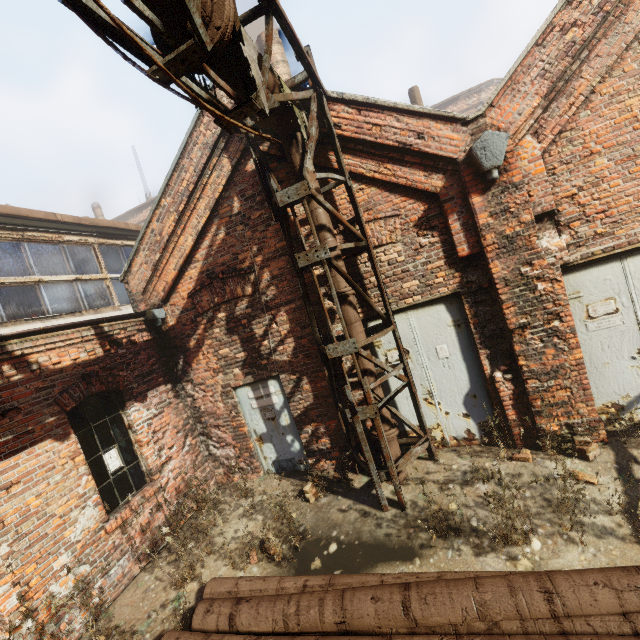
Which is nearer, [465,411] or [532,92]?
[532,92]

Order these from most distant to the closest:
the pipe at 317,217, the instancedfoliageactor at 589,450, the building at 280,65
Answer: the building at 280,65
the pipe at 317,217
the instancedfoliageactor at 589,450

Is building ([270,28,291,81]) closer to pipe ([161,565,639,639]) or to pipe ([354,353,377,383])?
pipe ([354,353,377,383])

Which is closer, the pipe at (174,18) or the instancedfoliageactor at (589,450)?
the pipe at (174,18)

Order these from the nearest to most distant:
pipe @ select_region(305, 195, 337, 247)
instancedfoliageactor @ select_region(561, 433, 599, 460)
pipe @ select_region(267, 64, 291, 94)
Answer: pipe @ select_region(267, 64, 291, 94), instancedfoliageactor @ select_region(561, 433, 599, 460), pipe @ select_region(305, 195, 337, 247)

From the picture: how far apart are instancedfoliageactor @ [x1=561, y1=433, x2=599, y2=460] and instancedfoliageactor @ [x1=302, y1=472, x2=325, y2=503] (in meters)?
3.59

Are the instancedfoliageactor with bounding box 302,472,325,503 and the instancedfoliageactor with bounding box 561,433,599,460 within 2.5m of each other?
no

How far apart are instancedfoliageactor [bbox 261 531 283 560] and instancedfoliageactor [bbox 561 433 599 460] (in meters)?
4.16
